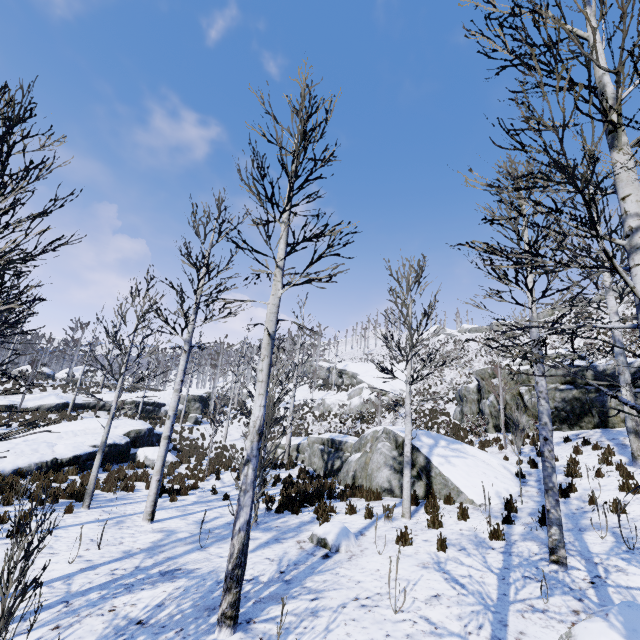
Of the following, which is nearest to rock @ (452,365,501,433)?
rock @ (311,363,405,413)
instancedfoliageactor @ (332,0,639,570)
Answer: instancedfoliageactor @ (332,0,639,570)

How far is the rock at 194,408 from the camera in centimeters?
3124cm

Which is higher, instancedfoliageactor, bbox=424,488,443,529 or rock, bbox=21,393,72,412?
rock, bbox=21,393,72,412

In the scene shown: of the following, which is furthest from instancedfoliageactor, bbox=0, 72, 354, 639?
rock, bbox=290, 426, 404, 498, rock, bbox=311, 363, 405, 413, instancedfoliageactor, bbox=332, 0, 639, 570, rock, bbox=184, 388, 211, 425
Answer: rock, bbox=311, 363, 405, 413

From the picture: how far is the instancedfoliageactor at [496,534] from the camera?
6.2 meters

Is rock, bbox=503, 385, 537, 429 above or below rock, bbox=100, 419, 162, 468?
above

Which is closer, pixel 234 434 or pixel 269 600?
pixel 269 600

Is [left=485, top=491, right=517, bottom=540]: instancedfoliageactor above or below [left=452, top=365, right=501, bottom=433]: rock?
below
